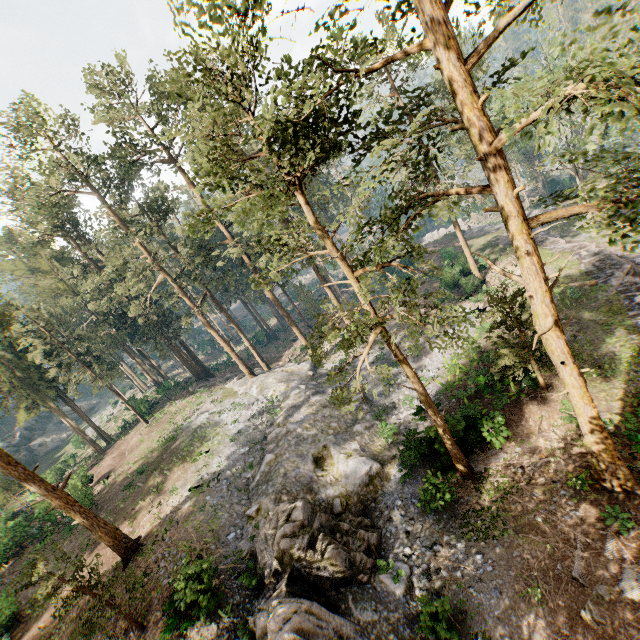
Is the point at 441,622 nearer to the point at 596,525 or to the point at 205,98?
the point at 596,525

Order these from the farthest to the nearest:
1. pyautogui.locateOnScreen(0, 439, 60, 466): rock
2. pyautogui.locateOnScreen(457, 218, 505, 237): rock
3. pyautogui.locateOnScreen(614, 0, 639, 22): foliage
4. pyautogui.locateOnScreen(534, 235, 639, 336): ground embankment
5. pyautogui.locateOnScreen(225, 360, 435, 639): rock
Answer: pyautogui.locateOnScreen(0, 439, 60, 466): rock, pyautogui.locateOnScreen(457, 218, 505, 237): rock, pyautogui.locateOnScreen(534, 235, 639, 336): ground embankment, pyautogui.locateOnScreen(225, 360, 435, 639): rock, pyautogui.locateOnScreen(614, 0, 639, 22): foliage

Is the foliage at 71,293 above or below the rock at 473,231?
above

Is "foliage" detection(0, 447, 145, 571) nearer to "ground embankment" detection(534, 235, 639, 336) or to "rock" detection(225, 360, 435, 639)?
"rock" detection(225, 360, 435, 639)

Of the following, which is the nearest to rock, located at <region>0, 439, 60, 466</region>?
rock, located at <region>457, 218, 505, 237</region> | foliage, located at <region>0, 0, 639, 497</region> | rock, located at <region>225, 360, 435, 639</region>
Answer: foliage, located at <region>0, 0, 639, 497</region>

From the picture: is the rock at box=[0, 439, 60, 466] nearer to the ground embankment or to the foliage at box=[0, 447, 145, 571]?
the foliage at box=[0, 447, 145, 571]

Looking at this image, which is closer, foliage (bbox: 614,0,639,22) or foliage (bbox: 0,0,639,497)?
foliage (bbox: 614,0,639,22)

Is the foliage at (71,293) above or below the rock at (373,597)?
above
